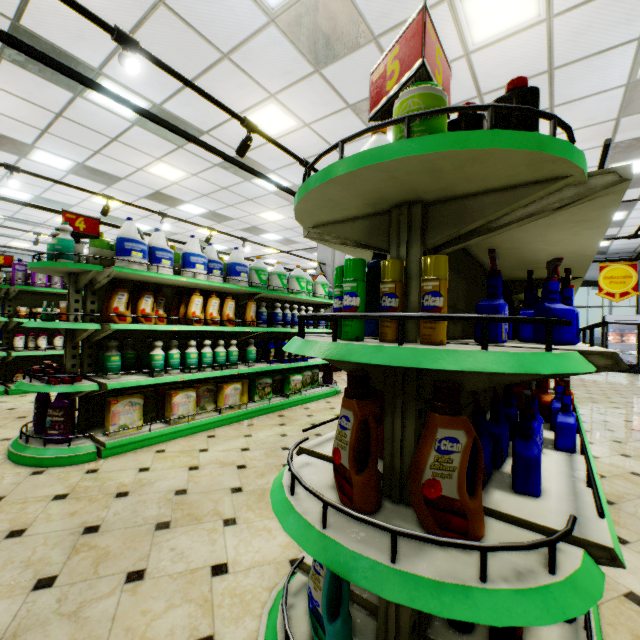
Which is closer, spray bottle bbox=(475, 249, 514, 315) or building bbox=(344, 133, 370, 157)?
spray bottle bbox=(475, 249, 514, 315)

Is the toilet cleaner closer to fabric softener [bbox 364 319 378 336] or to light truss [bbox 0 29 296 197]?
light truss [bbox 0 29 296 197]

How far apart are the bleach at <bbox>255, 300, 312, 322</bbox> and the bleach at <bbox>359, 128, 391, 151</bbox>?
3.64m

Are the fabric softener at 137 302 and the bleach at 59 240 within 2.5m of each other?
yes

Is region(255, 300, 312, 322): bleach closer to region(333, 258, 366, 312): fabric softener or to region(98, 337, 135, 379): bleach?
region(98, 337, 135, 379): bleach

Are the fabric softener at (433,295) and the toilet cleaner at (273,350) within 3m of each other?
no

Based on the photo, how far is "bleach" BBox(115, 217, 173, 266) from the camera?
3.4 meters

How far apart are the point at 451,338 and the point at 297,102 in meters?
5.2 m
